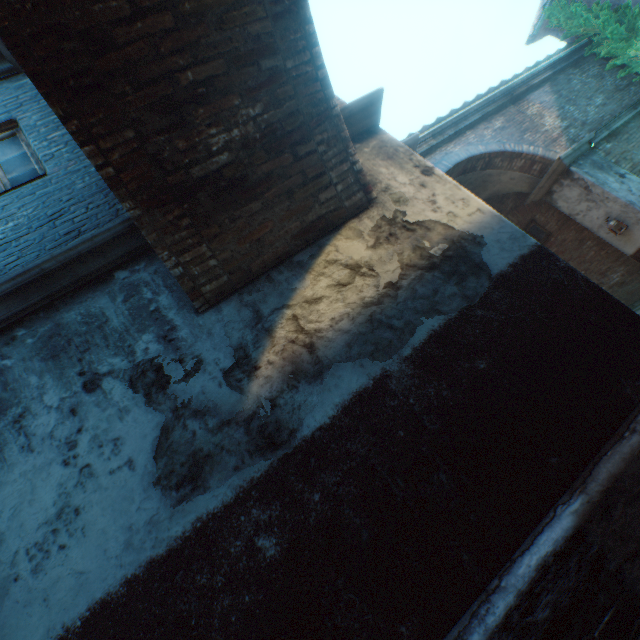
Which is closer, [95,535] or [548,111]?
[95,535]

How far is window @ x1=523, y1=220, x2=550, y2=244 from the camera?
10.3m

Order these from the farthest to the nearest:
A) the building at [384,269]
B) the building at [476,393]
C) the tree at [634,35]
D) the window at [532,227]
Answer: the window at [532,227]
the tree at [634,35]
the building at [384,269]
the building at [476,393]

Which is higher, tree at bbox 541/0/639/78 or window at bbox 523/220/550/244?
tree at bbox 541/0/639/78

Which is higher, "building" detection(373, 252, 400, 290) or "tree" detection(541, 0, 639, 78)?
"tree" detection(541, 0, 639, 78)

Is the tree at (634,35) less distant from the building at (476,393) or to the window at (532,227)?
the building at (476,393)

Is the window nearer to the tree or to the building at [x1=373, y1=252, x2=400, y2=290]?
→ the building at [x1=373, y1=252, x2=400, y2=290]
